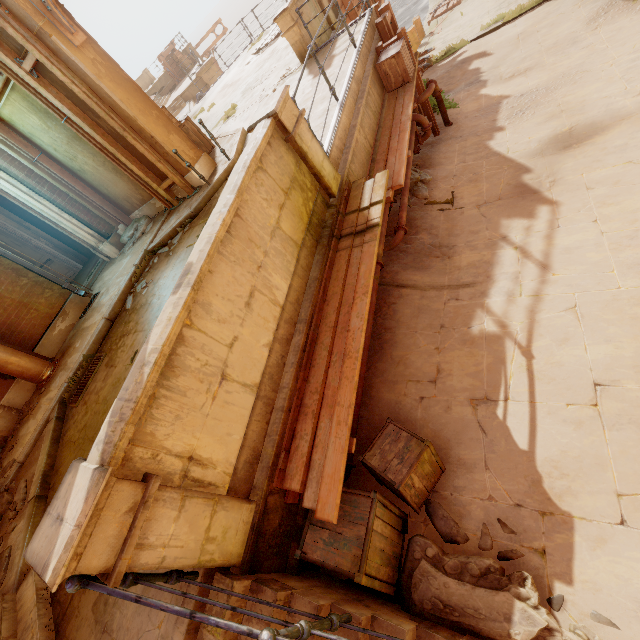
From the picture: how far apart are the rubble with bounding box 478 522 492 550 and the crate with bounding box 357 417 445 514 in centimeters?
6cm

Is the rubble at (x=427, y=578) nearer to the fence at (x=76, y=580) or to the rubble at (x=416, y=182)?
the fence at (x=76, y=580)

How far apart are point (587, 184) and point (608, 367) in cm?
371

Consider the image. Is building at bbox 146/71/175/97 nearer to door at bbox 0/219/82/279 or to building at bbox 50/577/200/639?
building at bbox 50/577/200/639

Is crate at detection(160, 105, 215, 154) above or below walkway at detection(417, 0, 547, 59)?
above

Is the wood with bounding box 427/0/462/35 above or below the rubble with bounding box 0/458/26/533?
below

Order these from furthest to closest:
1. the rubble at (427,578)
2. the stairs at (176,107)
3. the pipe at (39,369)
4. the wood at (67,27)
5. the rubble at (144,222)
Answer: the stairs at (176,107) → the rubble at (144,222) → the pipe at (39,369) → the wood at (67,27) → the rubble at (427,578)

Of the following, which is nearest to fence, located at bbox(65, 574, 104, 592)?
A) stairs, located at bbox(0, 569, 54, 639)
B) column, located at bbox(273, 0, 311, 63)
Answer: stairs, located at bbox(0, 569, 54, 639)
